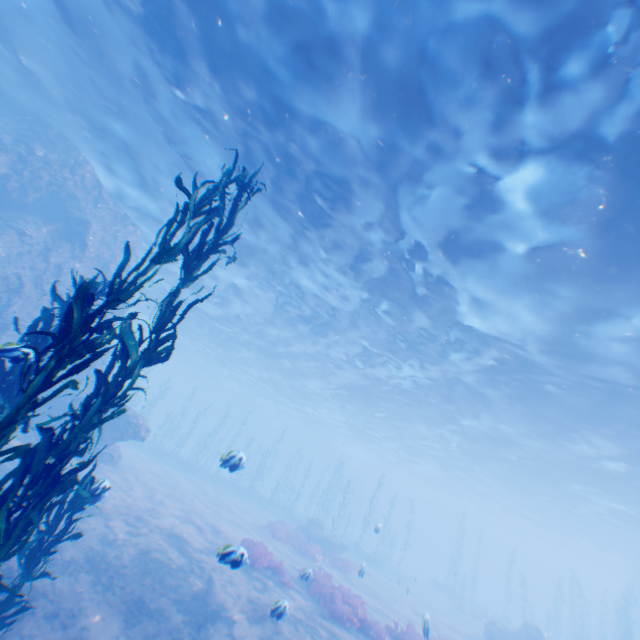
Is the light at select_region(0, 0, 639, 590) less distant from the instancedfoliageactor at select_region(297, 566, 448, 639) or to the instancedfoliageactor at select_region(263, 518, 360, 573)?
the instancedfoliageactor at select_region(297, 566, 448, 639)

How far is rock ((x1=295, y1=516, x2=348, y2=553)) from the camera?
23.9m

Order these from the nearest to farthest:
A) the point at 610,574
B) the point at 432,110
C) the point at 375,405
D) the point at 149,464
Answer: the point at 432,110
the point at 149,464
the point at 375,405
the point at 610,574

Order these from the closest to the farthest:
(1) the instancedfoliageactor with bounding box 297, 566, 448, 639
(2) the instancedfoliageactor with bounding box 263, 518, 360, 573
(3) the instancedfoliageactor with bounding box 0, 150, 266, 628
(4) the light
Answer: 1. (3) the instancedfoliageactor with bounding box 0, 150, 266, 628
2. (4) the light
3. (1) the instancedfoliageactor with bounding box 297, 566, 448, 639
4. (2) the instancedfoliageactor with bounding box 263, 518, 360, 573

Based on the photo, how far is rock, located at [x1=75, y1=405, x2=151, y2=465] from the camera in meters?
16.5

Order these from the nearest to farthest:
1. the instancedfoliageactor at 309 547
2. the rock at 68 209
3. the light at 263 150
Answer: the light at 263 150 → the rock at 68 209 → the instancedfoliageactor at 309 547

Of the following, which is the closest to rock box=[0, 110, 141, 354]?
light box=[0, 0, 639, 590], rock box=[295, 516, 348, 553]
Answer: light box=[0, 0, 639, 590]

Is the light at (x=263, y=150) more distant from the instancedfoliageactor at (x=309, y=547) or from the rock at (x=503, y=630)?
the instancedfoliageactor at (x=309, y=547)
